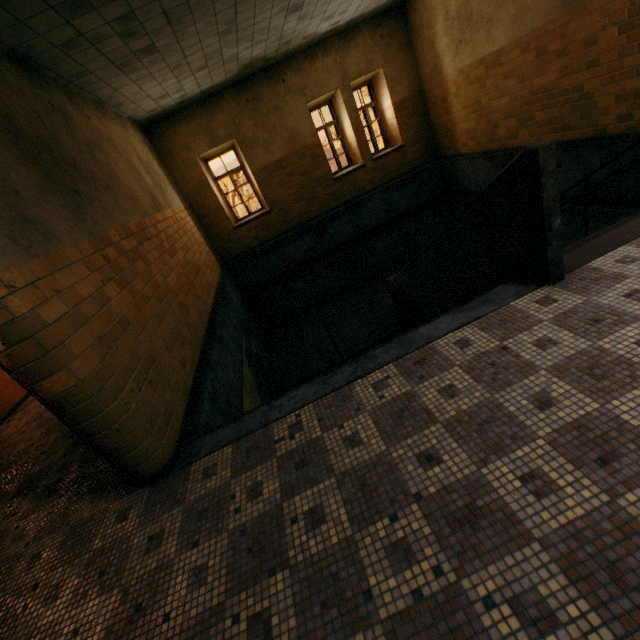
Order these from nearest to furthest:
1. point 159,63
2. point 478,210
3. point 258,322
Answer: point 478,210, point 159,63, point 258,322
